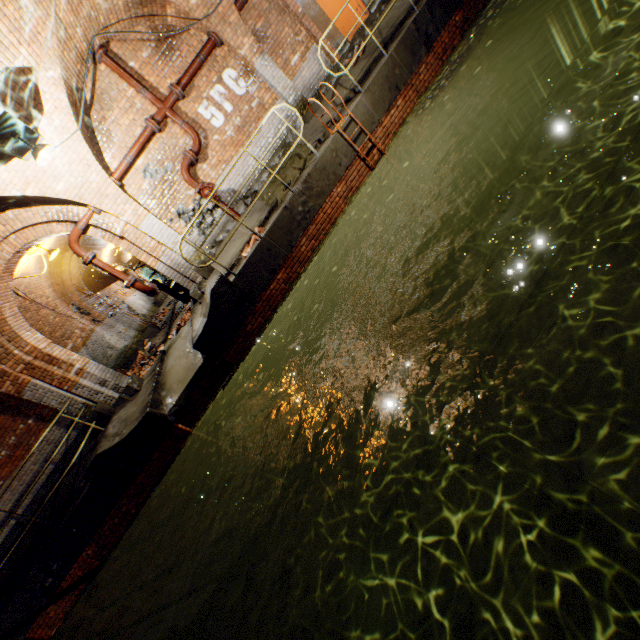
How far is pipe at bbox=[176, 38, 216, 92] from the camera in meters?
7.6

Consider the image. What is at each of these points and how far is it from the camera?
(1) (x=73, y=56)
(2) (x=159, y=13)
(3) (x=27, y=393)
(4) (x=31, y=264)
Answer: (1) support arch, 6.2m
(2) support arch, 7.0m
(3) support arch, 7.8m
(4) building tunnel, 10.4m

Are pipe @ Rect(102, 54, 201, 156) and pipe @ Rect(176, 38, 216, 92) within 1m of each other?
yes

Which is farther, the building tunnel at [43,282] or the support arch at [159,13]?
the building tunnel at [43,282]

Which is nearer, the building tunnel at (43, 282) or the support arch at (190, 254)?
the support arch at (190, 254)

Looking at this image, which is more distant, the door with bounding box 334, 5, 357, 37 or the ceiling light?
the door with bounding box 334, 5, 357, 37

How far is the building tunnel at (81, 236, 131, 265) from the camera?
14.74m

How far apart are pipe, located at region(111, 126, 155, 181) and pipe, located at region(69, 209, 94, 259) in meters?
0.9
